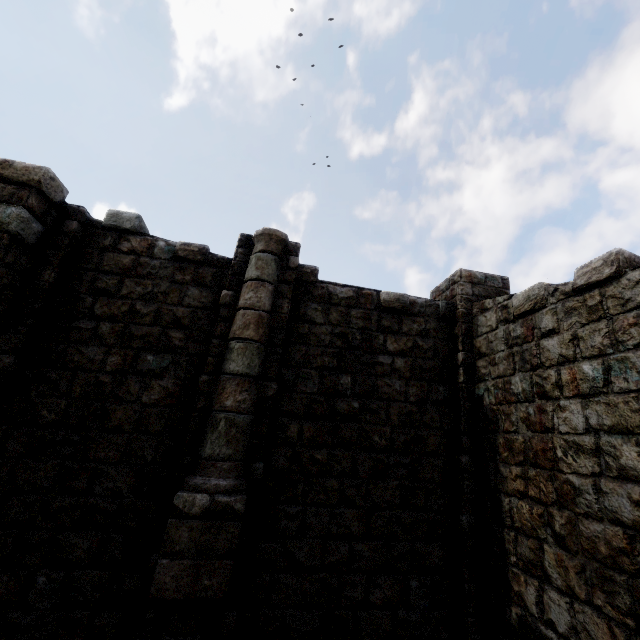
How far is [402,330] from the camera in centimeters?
694cm
